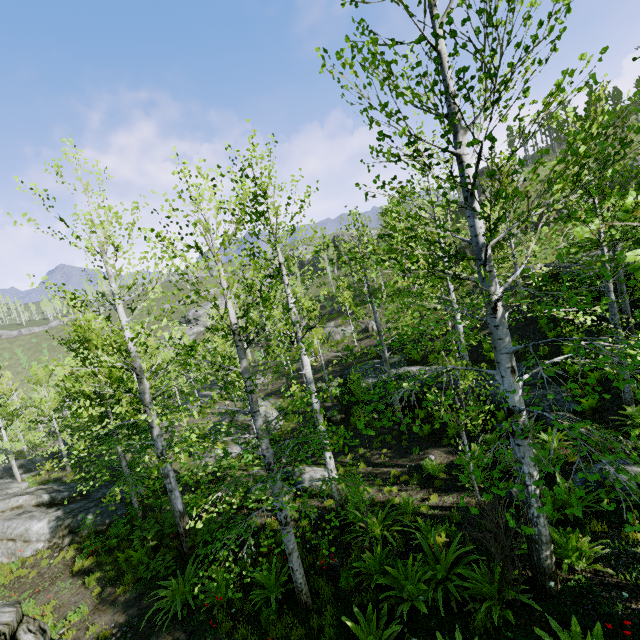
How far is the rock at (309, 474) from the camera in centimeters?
1254cm

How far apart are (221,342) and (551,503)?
25.7m

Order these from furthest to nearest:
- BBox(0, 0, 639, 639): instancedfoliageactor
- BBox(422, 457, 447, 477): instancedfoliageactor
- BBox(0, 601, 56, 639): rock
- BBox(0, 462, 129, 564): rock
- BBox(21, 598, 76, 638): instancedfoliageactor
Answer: BBox(0, 462, 129, 564): rock
BBox(422, 457, 447, 477): instancedfoliageactor
BBox(21, 598, 76, 638): instancedfoliageactor
BBox(0, 601, 56, 639): rock
BBox(0, 0, 639, 639): instancedfoliageactor

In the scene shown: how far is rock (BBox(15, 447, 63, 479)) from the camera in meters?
27.0

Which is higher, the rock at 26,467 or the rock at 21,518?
the rock at 21,518

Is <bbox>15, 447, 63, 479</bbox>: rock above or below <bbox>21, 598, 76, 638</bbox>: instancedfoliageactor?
below

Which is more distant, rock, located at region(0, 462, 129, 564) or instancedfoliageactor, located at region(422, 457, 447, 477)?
rock, located at region(0, 462, 129, 564)
